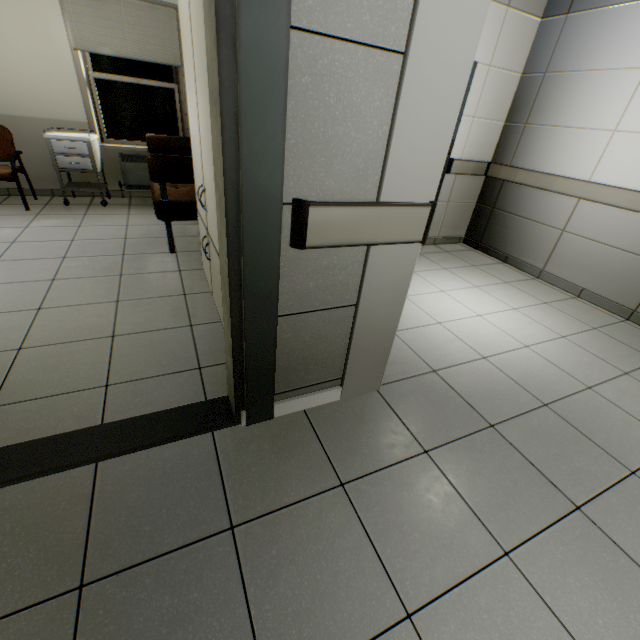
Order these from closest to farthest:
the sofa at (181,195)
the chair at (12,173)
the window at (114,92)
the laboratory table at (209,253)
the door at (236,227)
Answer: the door at (236,227) < the laboratory table at (209,253) < the sofa at (181,195) < the chair at (12,173) < the window at (114,92)

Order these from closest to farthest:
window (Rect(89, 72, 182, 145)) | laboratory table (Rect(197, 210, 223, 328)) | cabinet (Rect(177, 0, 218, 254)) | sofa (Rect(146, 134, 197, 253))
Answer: cabinet (Rect(177, 0, 218, 254)), laboratory table (Rect(197, 210, 223, 328)), sofa (Rect(146, 134, 197, 253)), window (Rect(89, 72, 182, 145))

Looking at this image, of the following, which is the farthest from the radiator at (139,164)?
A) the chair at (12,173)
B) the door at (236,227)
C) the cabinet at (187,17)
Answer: the door at (236,227)

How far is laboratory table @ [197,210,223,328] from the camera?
2.1 meters

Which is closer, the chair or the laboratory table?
the laboratory table

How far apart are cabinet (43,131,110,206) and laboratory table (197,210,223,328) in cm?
274

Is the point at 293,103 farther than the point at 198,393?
No

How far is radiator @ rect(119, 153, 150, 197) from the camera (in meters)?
4.84
